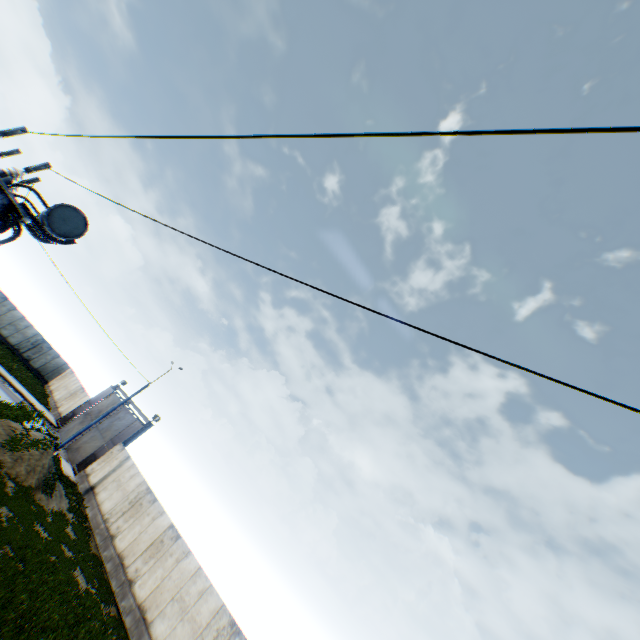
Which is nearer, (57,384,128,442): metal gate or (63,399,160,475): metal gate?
(63,399,160,475): metal gate

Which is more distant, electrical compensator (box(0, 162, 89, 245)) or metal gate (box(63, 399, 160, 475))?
metal gate (box(63, 399, 160, 475))

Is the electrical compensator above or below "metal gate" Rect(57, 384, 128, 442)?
above

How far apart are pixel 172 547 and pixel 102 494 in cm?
848

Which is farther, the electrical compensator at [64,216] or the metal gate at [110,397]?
the metal gate at [110,397]

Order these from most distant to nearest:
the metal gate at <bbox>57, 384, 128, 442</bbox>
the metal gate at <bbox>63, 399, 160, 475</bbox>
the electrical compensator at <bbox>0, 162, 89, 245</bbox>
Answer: the metal gate at <bbox>57, 384, 128, 442</bbox>, the metal gate at <bbox>63, 399, 160, 475</bbox>, the electrical compensator at <bbox>0, 162, 89, 245</bbox>

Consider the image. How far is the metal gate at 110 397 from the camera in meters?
30.3

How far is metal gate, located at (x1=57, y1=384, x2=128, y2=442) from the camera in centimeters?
3033cm
